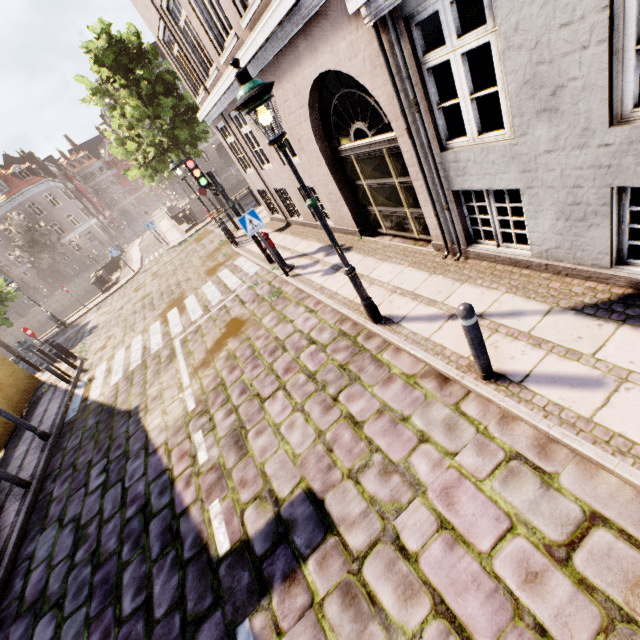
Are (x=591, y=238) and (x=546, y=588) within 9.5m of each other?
yes

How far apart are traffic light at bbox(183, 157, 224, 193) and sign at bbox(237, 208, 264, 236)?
1.70m

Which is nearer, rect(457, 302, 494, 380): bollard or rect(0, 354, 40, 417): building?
rect(457, 302, 494, 380): bollard

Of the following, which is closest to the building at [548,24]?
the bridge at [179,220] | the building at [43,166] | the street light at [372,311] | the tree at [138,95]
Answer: the street light at [372,311]

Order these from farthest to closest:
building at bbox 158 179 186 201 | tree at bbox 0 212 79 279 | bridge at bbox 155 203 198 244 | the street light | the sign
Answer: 1. building at bbox 158 179 186 201
2. tree at bbox 0 212 79 279
3. bridge at bbox 155 203 198 244
4. the sign
5. the street light

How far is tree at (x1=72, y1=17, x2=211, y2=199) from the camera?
16.7m

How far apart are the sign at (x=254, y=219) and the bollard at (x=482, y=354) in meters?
5.8 m

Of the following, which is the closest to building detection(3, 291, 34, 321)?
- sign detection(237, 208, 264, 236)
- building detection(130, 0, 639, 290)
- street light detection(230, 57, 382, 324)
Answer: building detection(130, 0, 639, 290)
